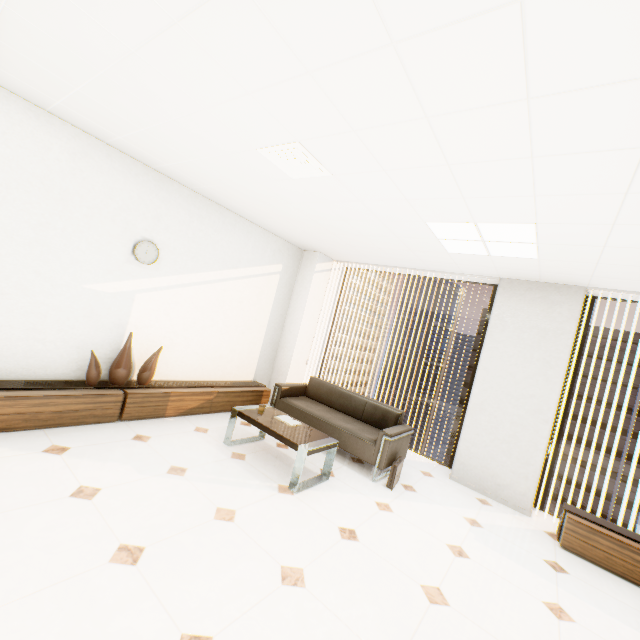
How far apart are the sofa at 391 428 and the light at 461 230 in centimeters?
226cm

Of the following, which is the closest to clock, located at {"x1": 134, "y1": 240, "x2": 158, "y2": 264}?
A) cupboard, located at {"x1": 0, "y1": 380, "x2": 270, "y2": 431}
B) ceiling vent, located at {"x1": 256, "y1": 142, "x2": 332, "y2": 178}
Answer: cupboard, located at {"x1": 0, "y1": 380, "x2": 270, "y2": 431}

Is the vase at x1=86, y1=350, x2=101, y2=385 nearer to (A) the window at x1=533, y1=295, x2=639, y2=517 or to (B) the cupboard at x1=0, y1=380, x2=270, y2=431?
(B) the cupboard at x1=0, y1=380, x2=270, y2=431

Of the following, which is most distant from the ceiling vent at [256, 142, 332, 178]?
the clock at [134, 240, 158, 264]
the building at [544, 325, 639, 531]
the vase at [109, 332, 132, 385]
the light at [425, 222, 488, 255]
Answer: the building at [544, 325, 639, 531]

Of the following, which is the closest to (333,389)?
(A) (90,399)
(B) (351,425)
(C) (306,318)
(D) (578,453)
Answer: (B) (351,425)

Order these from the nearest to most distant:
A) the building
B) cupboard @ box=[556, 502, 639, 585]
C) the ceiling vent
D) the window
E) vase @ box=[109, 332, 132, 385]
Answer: the ceiling vent → cupboard @ box=[556, 502, 639, 585] → vase @ box=[109, 332, 132, 385] → the window → the building

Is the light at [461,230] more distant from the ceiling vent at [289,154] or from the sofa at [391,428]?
the sofa at [391,428]

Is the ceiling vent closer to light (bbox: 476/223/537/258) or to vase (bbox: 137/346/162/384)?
light (bbox: 476/223/537/258)
